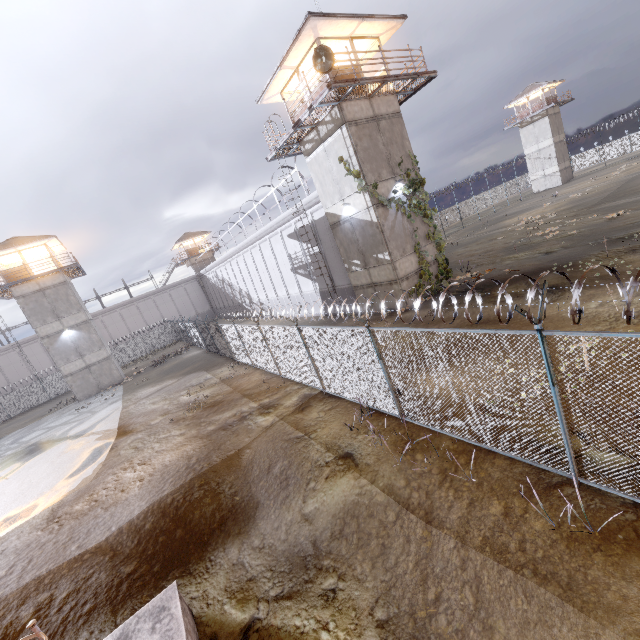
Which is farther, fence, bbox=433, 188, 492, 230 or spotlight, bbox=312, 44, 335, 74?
fence, bbox=433, 188, 492, 230

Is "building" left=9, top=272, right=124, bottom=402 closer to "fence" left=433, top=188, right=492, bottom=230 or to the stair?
the stair

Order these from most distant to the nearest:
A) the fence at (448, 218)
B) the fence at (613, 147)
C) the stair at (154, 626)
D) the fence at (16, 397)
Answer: the fence at (613, 147) < the fence at (448, 218) < the fence at (16, 397) < the stair at (154, 626)

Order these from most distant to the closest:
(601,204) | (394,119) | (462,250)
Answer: (462,250) < (601,204) < (394,119)

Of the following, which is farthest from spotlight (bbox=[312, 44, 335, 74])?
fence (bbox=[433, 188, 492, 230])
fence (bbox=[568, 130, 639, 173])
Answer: fence (bbox=[433, 188, 492, 230])

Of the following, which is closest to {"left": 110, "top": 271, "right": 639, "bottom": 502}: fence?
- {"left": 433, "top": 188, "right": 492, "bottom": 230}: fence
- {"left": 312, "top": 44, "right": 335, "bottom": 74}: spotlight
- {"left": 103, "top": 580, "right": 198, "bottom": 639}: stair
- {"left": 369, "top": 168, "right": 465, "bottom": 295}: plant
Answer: {"left": 103, "top": 580, "right": 198, "bottom": 639}: stair

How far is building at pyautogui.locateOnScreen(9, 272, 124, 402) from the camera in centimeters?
2889cm

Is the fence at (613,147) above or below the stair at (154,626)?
above
